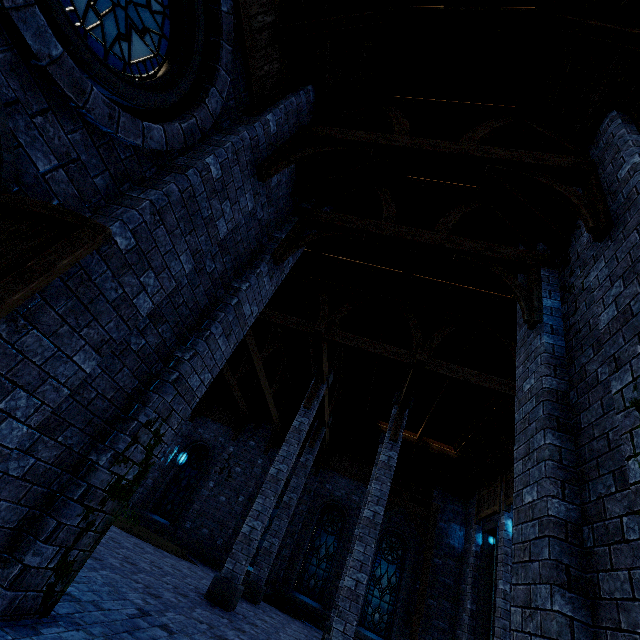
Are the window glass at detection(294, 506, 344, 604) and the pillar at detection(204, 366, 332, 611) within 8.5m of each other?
yes

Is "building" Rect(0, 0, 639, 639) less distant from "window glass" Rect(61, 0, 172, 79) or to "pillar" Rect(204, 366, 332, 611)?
"pillar" Rect(204, 366, 332, 611)

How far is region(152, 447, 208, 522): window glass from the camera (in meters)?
16.41

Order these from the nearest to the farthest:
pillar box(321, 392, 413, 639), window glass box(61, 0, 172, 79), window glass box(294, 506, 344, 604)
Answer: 1. window glass box(61, 0, 172, 79)
2. pillar box(321, 392, 413, 639)
3. window glass box(294, 506, 344, 604)

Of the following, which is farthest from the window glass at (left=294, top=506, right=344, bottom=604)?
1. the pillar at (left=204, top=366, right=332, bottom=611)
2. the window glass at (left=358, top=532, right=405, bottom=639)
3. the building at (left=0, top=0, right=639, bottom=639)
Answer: the pillar at (left=204, top=366, right=332, bottom=611)

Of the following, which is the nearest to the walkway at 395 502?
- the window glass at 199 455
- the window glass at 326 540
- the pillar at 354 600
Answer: the window glass at 326 540

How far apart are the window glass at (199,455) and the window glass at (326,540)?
6.49m

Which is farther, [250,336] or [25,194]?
[250,336]
